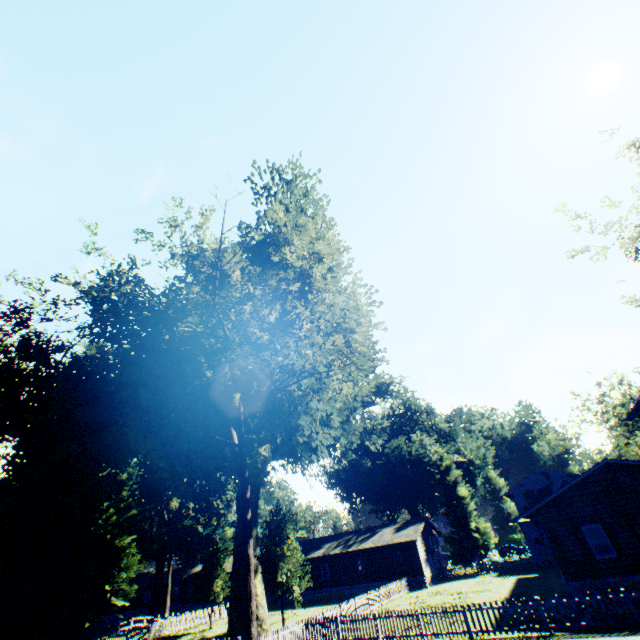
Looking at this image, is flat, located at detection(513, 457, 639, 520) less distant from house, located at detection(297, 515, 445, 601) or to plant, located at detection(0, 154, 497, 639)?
plant, located at detection(0, 154, 497, 639)

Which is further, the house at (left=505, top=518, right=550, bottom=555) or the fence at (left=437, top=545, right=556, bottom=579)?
the house at (left=505, top=518, right=550, bottom=555)

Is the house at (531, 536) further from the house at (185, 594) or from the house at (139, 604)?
the house at (139, 604)

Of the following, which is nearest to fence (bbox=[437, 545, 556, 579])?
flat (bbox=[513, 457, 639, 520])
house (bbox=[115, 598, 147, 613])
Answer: house (bbox=[115, 598, 147, 613])

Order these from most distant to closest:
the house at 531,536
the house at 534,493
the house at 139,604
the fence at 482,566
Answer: the house at 139,604, the house at 534,493, the house at 531,536, the fence at 482,566

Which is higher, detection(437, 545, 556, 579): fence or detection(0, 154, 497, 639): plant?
detection(0, 154, 497, 639): plant

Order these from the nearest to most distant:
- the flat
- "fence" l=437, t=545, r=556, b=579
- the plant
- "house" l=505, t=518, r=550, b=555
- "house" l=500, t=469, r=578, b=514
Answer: the plant → the flat → "fence" l=437, t=545, r=556, b=579 → "house" l=505, t=518, r=550, b=555 → "house" l=500, t=469, r=578, b=514

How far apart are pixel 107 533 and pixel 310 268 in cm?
4632
